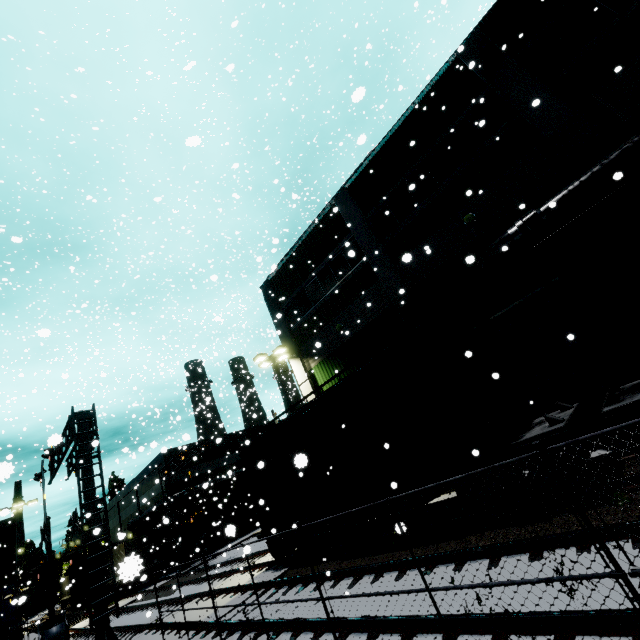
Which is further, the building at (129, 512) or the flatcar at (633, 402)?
the building at (129, 512)

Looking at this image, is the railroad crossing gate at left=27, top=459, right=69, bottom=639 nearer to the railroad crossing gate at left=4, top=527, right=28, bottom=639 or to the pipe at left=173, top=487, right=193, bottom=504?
the pipe at left=173, top=487, right=193, bottom=504

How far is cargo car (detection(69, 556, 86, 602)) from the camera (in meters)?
36.59

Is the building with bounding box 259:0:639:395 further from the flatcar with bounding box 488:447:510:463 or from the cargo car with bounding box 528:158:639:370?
the flatcar with bounding box 488:447:510:463

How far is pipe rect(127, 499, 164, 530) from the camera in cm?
3138

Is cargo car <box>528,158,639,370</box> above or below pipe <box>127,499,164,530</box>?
below

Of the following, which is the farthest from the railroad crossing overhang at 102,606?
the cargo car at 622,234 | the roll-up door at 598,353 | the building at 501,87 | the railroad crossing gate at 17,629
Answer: the roll-up door at 598,353

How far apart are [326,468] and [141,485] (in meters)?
35.17
